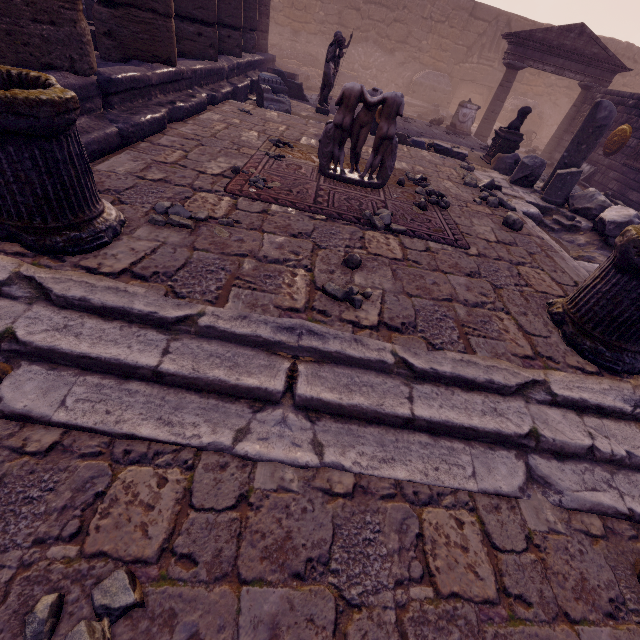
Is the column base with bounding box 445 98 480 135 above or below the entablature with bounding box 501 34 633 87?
below

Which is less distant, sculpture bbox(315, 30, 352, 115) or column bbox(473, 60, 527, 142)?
sculpture bbox(315, 30, 352, 115)

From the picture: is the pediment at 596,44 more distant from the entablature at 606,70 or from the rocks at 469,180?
the rocks at 469,180

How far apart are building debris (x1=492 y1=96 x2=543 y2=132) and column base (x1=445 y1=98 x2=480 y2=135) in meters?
7.5

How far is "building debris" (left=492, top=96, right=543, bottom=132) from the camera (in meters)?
18.17

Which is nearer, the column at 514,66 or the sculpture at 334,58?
the sculpture at 334,58

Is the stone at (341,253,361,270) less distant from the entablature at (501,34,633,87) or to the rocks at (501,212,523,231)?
the rocks at (501,212,523,231)

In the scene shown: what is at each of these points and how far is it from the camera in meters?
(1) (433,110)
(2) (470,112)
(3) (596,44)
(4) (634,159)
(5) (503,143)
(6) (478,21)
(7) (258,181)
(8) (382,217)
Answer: (1) debris pile, 16.8 m
(2) column base, 12.3 m
(3) pediment, 11.8 m
(4) relief sculpture, 10.1 m
(5) pedestal, 8.8 m
(6) wall arch, 17.4 m
(7) stone, 3.7 m
(8) stone, 3.7 m
